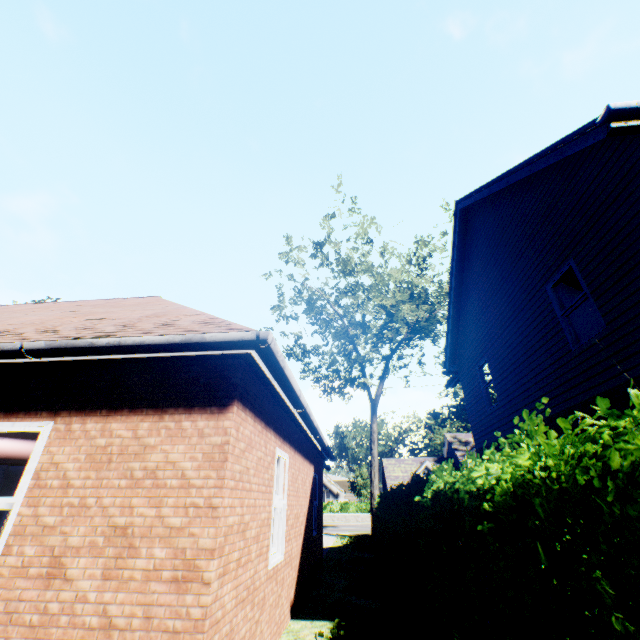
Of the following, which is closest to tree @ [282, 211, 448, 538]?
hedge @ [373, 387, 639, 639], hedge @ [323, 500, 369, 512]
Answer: hedge @ [373, 387, 639, 639]

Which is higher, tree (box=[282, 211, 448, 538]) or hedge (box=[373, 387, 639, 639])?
tree (box=[282, 211, 448, 538])

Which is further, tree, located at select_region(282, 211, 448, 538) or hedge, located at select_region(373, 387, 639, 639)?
tree, located at select_region(282, 211, 448, 538)

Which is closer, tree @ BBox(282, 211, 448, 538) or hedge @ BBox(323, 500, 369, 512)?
tree @ BBox(282, 211, 448, 538)

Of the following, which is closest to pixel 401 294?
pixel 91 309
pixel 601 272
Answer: pixel 601 272

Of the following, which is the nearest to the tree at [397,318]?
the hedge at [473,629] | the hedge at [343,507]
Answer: the hedge at [473,629]

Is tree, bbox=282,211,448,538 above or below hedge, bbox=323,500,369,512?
above
